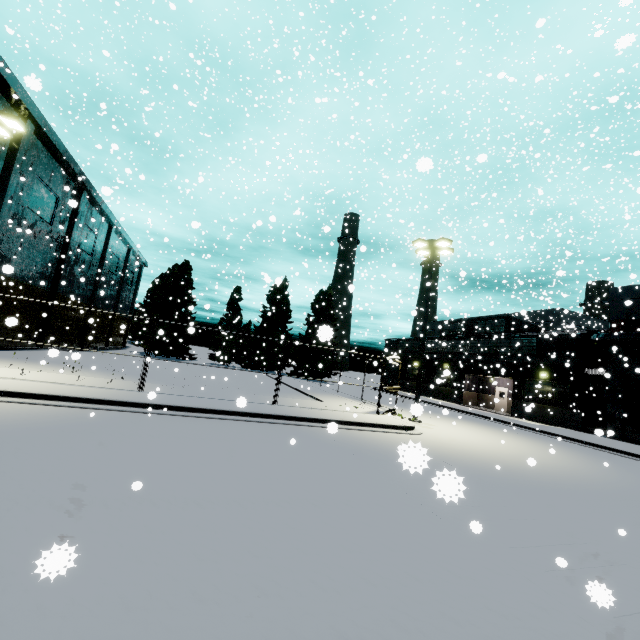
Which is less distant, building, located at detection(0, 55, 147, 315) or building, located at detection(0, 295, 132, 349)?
building, located at detection(0, 55, 147, 315)

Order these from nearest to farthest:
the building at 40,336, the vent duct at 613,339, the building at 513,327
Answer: the vent duct at 613,339
the building at 513,327
the building at 40,336

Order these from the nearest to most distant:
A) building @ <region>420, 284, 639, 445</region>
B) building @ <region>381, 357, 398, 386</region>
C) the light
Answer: the light
building @ <region>420, 284, 639, 445</region>
building @ <region>381, 357, 398, 386</region>

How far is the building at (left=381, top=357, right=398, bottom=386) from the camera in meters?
48.3 m

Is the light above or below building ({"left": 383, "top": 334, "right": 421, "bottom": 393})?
above

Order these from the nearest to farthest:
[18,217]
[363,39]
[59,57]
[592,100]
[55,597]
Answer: [55,597] < [592,100] < [59,57] < [18,217] < [363,39]

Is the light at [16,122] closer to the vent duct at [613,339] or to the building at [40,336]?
the building at [40,336]
